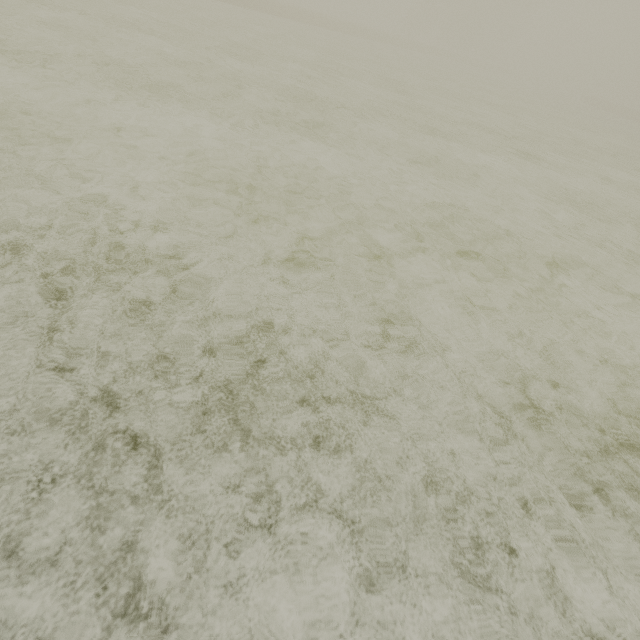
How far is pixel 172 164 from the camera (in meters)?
3.92
